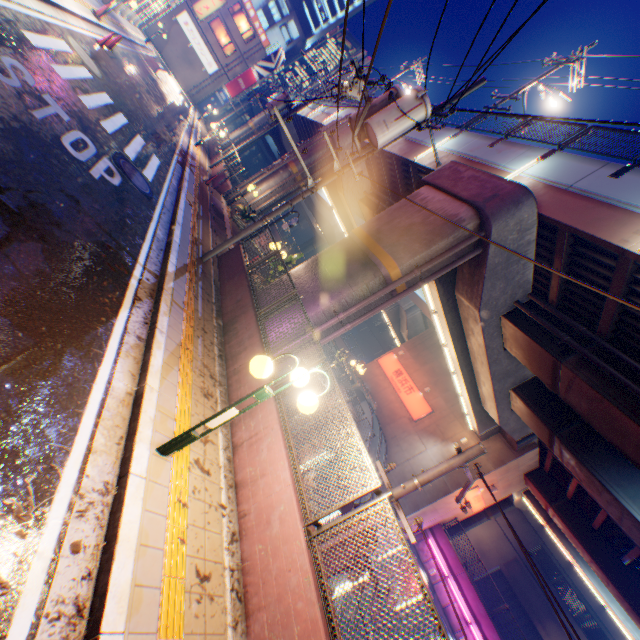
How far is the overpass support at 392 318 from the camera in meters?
17.2

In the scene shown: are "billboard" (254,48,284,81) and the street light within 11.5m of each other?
no

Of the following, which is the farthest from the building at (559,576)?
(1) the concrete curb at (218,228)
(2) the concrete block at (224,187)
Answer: (2) the concrete block at (224,187)

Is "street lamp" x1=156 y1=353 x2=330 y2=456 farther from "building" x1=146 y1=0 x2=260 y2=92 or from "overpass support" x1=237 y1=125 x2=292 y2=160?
"building" x1=146 y1=0 x2=260 y2=92

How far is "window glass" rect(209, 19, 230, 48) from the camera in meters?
40.1 m

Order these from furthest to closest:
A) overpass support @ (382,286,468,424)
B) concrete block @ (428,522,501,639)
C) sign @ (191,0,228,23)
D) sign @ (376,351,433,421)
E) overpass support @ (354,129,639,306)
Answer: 1. sign @ (191,0,228,23)
2. sign @ (376,351,433,421)
3. concrete block @ (428,522,501,639)
4. overpass support @ (382,286,468,424)
5. overpass support @ (354,129,639,306)

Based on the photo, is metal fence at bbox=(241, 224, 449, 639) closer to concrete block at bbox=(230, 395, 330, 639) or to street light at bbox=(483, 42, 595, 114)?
concrete block at bbox=(230, 395, 330, 639)

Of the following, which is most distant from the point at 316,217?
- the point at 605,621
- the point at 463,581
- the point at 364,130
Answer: the point at 605,621
